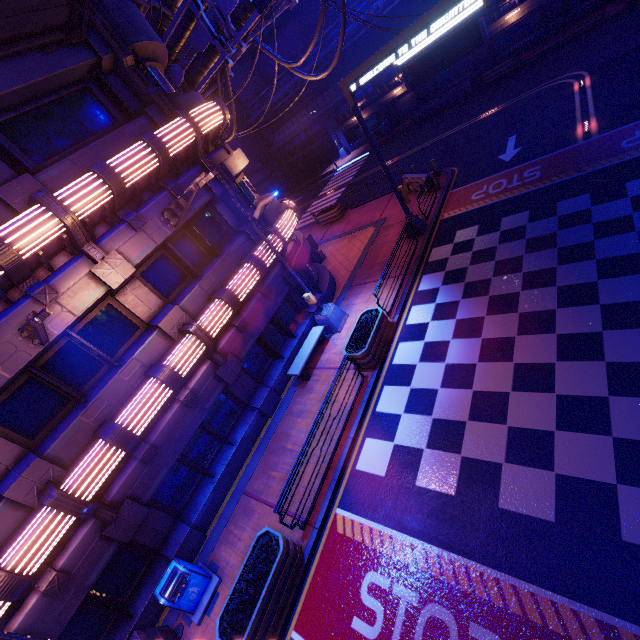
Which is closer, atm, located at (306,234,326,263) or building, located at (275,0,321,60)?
atm, located at (306,234,326,263)

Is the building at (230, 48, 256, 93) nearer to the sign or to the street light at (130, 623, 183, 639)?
the sign

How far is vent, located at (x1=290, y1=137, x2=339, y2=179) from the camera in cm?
3962

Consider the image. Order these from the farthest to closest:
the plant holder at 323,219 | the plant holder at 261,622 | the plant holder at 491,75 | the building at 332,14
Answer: the building at 332,14 → the plant holder at 491,75 → the plant holder at 323,219 → the plant holder at 261,622

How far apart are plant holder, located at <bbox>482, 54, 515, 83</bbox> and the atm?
20.8 meters

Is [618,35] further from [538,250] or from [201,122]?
[201,122]

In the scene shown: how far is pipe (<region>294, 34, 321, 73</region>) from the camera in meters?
31.5 m

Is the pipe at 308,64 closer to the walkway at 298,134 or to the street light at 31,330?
the walkway at 298,134
